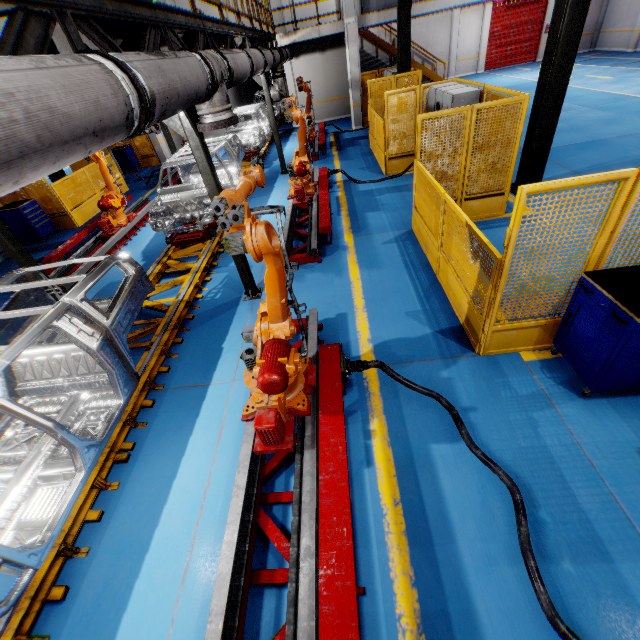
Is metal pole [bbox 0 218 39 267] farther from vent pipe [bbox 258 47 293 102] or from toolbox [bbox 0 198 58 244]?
toolbox [bbox 0 198 58 244]

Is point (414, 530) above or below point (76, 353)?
below

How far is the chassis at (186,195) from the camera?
7.89m

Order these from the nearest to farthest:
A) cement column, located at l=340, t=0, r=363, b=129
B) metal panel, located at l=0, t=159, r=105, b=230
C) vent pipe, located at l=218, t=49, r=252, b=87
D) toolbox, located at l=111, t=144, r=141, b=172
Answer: vent pipe, located at l=218, t=49, r=252, b=87, metal panel, located at l=0, t=159, r=105, b=230, cement column, located at l=340, t=0, r=363, b=129, toolbox, located at l=111, t=144, r=141, b=172

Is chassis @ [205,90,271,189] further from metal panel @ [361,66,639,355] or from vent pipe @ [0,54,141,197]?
metal panel @ [361,66,639,355]

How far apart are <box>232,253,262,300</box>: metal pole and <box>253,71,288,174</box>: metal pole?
7.29m

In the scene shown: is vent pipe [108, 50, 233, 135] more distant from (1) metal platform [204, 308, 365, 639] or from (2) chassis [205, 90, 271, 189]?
(1) metal platform [204, 308, 365, 639]

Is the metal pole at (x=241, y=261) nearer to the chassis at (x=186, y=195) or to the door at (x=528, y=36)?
the chassis at (x=186, y=195)
